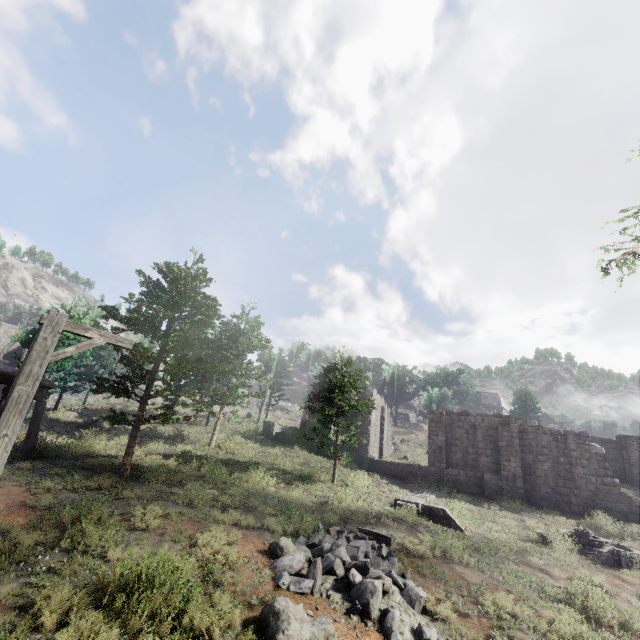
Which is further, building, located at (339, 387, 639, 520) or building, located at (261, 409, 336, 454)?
building, located at (261, 409, 336, 454)

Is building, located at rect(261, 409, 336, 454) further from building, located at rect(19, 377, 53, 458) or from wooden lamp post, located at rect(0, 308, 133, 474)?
building, located at rect(19, 377, 53, 458)

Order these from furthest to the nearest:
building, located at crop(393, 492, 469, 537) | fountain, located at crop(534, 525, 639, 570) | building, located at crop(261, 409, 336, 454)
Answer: building, located at crop(261, 409, 336, 454) → building, located at crop(393, 492, 469, 537) → fountain, located at crop(534, 525, 639, 570)

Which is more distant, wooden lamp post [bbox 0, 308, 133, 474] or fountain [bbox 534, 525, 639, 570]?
fountain [bbox 534, 525, 639, 570]

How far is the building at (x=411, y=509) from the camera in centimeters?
1493cm

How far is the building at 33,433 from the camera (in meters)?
14.28

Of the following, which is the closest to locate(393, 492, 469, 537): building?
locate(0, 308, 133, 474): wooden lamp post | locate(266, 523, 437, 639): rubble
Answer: locate(0, 308, 133, 474): wooden lamp post

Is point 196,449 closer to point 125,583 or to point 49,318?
point 125,583
